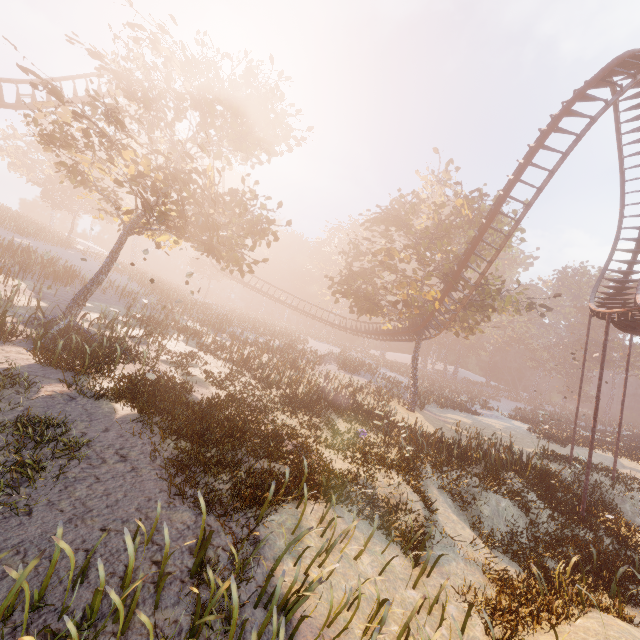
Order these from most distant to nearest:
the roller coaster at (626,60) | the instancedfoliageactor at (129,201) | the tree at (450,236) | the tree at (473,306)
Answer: the instancedfoliageactor at (129,201) → the tree at (450,236) → the tree at (473,306) → the roller coaster at (626,60)

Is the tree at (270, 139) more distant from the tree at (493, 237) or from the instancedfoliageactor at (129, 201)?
the instancedfoliageactor at (129, 201)

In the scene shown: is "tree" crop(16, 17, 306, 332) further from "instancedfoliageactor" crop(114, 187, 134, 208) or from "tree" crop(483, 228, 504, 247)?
"instancedfoliageactor" crop(114, 187, 134, 208)

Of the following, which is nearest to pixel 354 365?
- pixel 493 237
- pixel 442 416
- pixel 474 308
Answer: pixel 442 416

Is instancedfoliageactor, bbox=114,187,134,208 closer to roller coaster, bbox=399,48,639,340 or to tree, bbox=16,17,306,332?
roller coaster, bbox=399,48,639,340

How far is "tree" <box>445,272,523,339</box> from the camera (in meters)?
22.17
